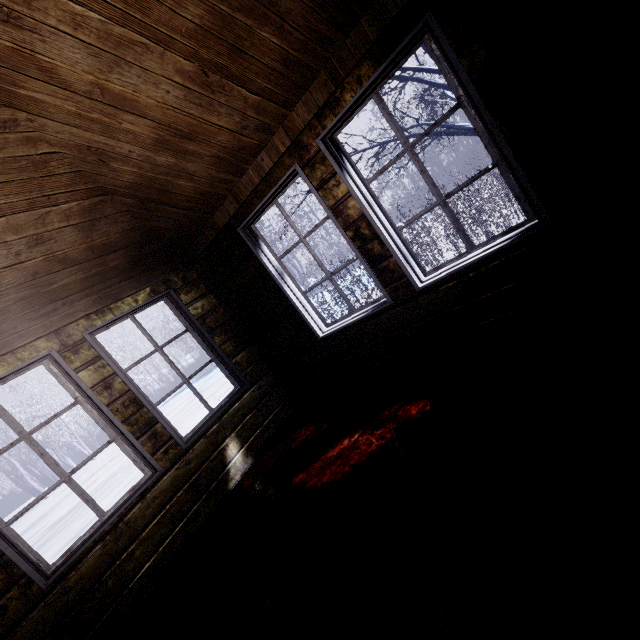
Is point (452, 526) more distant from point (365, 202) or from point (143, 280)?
point (143, 280)

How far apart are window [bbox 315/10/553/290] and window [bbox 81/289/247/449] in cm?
208

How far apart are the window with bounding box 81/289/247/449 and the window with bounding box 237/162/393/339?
1.0 meters

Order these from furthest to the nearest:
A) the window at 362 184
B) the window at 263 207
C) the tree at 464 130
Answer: the tree at 464 130 → the window at 263 207 → the window at 362 184

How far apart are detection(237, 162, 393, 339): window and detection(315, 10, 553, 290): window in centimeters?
23cm

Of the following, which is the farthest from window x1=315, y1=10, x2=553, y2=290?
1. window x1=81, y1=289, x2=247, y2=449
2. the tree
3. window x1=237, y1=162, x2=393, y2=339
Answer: window x1=81, y1=289, x2=247, y2=449

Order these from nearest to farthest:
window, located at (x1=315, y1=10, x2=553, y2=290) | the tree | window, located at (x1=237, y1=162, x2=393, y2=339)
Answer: window, located at (x1=315, y1=10, x2=553, y2=290)
window, located at (x1=237, y1=162, x2=393, y2=339)
the tree

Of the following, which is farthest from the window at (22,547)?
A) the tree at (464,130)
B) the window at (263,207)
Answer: the tree at (464,130)
